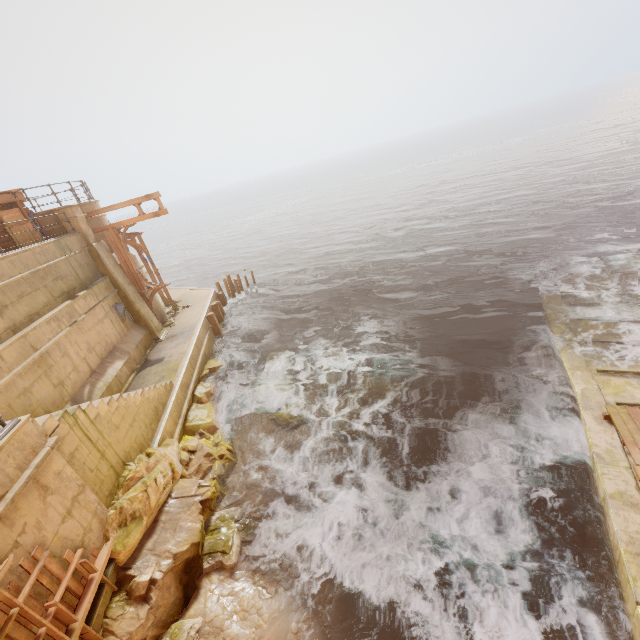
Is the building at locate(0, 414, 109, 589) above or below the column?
below

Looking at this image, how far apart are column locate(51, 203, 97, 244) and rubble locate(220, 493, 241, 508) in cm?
1254

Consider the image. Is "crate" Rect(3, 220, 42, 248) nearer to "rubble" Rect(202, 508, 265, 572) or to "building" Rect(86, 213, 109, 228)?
"building" Rect(86, 213, 109, 228)

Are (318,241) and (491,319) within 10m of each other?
no

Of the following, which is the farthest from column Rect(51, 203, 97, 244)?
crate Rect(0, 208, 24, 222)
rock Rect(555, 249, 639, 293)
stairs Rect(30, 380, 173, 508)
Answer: rock Rect(555, 249, 639, 293)

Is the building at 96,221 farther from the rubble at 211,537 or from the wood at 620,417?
the wood at 620,417

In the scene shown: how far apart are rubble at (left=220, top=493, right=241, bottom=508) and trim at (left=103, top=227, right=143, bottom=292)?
11.86m

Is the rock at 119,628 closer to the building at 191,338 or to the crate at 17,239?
the building at 191,338
